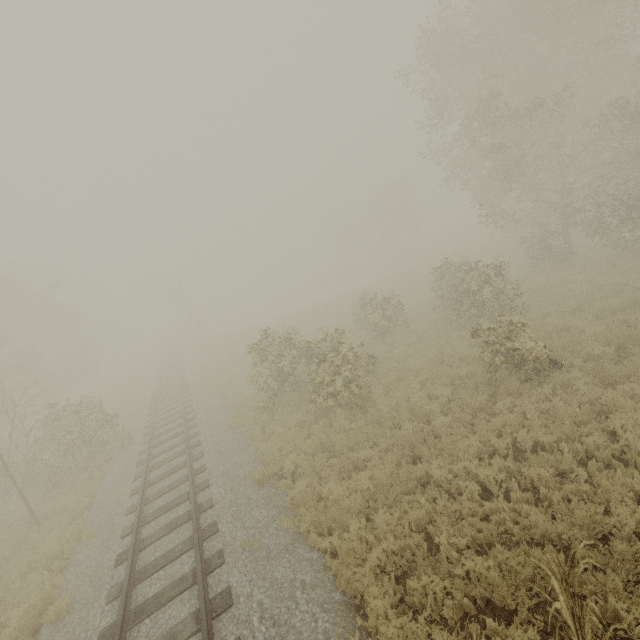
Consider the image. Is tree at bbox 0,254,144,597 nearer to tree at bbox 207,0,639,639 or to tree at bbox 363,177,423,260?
tree at bbox 207,0,639,639

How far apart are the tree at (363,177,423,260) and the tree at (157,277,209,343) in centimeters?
3132cm

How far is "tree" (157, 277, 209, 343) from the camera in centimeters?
3950cm

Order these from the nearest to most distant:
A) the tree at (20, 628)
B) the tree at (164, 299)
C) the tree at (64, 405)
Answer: the tree at (20, 628) < the tree at (64, 405) < the tree at (164, 299)

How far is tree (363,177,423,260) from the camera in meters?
46.0 m

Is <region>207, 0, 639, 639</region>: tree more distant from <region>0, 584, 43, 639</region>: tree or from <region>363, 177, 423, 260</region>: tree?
<region>363, 177, 423, 260</region>: tree

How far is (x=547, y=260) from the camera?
20.0m

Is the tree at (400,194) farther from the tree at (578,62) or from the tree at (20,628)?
the tree at (20,628)
